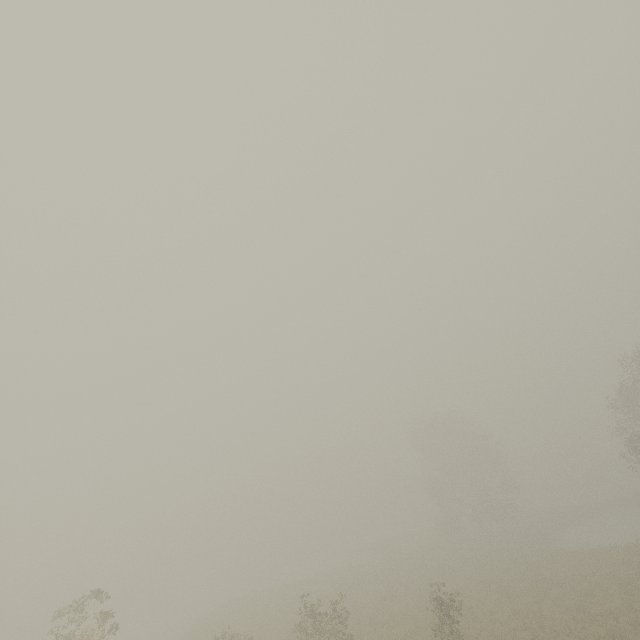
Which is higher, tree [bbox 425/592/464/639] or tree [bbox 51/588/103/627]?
tree [bbox 51/588/103/627]

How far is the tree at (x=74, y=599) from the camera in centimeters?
1314cm

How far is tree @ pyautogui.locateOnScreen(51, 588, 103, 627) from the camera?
13.14m

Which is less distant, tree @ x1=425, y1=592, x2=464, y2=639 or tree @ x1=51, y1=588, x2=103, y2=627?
tree @ x1=51, y1=588, x2=103, y2=627

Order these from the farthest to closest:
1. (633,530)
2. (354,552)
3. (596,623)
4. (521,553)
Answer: (354,552) → (633,530) → (521,553) → (596,623)

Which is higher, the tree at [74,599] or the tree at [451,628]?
the tree at [74,599]
